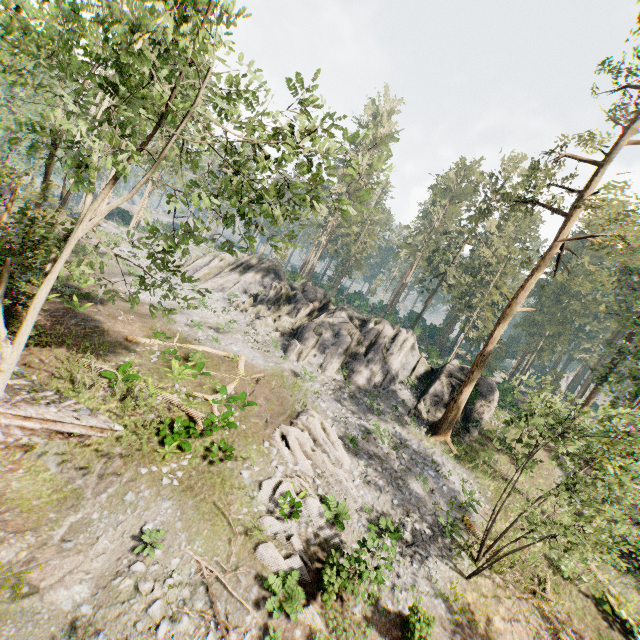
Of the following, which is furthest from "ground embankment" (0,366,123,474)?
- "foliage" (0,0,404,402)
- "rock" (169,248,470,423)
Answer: "rock" (169,248,470,423)

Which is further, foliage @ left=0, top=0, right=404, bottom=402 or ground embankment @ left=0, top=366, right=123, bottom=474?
ground embankment @ left=0, top=366, right=123, bottom=474

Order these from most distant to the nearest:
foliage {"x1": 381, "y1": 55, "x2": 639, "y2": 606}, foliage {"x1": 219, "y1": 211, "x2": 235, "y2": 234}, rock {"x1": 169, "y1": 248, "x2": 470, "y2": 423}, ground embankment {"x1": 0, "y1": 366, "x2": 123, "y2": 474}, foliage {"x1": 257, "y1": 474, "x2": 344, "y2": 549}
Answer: rock {"x1": 169, "y1": 248, "x2": 470, "y2": 423} < foliage {"x1": 257, "y1": 474, "x2": 344, "y2": 549} < foliage {"x1": 381, "y1": 55, "x2": 639, "y2": 606} < ground embankment {"x1": 0, "y1": 366, "x2": 123, "y2": 474} < foliage {"x1": 219, "y1": 211, "x2": 235, "y2": 234}

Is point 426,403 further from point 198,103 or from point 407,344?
point 198,103

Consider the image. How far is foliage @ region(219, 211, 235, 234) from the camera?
9.6 meters

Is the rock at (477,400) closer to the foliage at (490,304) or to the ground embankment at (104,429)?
the foliage at (490,304)
